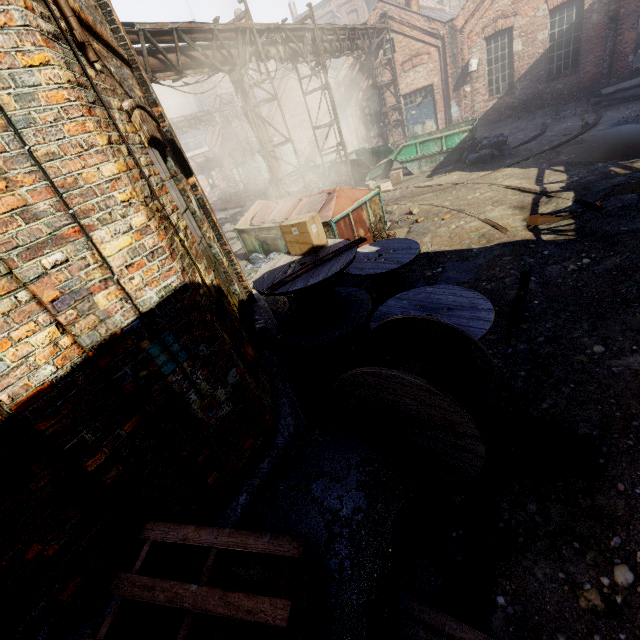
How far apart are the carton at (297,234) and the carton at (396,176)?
10.5m

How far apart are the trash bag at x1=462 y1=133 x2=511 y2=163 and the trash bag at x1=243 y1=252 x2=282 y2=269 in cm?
856

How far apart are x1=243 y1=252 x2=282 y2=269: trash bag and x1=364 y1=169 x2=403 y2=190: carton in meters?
6.5

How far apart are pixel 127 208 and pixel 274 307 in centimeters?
596cm

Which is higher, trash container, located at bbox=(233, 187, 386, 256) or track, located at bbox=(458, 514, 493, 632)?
trash container, located at bbox=(233, 187, 386, 256)

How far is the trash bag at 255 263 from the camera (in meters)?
9.36

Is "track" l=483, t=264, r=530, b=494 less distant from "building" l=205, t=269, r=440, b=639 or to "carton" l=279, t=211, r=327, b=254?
"building" l=205, t=269, r=440, b=639

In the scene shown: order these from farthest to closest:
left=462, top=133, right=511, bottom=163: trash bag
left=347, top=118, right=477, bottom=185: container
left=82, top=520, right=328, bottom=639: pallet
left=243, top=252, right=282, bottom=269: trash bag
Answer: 1. left=347, top=118, right=477, bottom=185: container
2. left=462, top=133, right=511, bottom=163: trash bag
3. left=243, top=252, right=282, bottom=269: trash bag
4. left=82, top=520, right=328, bottom=639: pallet
